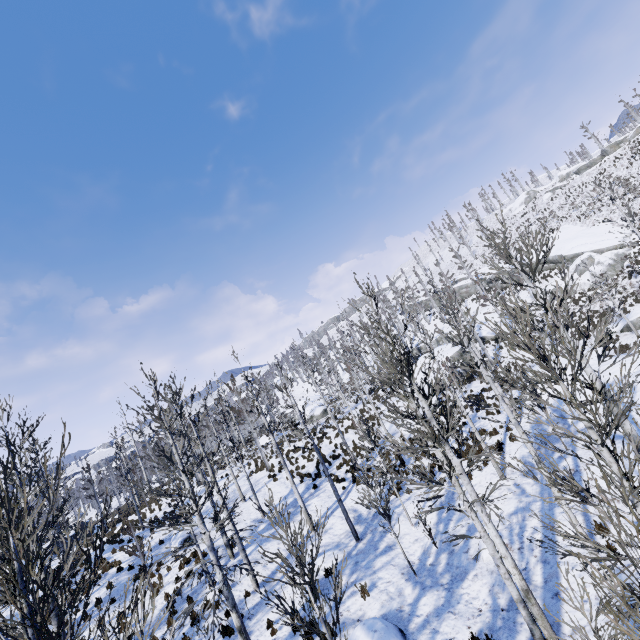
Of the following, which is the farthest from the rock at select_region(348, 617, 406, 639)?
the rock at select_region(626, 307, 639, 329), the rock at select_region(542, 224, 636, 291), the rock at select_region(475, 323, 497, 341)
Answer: the rock at select_region(542, 224, 636, 291)

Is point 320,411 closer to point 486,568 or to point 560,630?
point 486,568

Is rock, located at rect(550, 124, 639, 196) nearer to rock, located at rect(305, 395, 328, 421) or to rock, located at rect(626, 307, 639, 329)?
rock, located at rect(626, 307, 639, 329)

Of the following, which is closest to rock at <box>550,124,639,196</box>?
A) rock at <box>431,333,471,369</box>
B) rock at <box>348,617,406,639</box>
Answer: rock at <box>431,333,471,369</box>

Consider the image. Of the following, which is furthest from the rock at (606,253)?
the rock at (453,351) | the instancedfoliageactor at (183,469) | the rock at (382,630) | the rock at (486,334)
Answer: the rock at (382,630)

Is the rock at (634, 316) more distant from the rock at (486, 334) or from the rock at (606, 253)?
the rock at (486, 334)

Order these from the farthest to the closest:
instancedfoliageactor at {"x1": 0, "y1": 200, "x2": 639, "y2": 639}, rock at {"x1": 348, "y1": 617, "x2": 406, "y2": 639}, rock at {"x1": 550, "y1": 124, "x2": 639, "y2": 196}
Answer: rock at {"x1": 550, "y1": 124, "x2": 639, "y2": 196} → rock at {"x1": 348, "y1": 617, "x2": 406, "y2": 639} → instancedfoliageactor at {"x1": 0, "y1": 200, "x2": 639, "y2": 639}

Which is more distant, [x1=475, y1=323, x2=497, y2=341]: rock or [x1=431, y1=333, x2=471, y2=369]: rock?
[x1=475, y1=323, x2=497, y2=341]: rock
